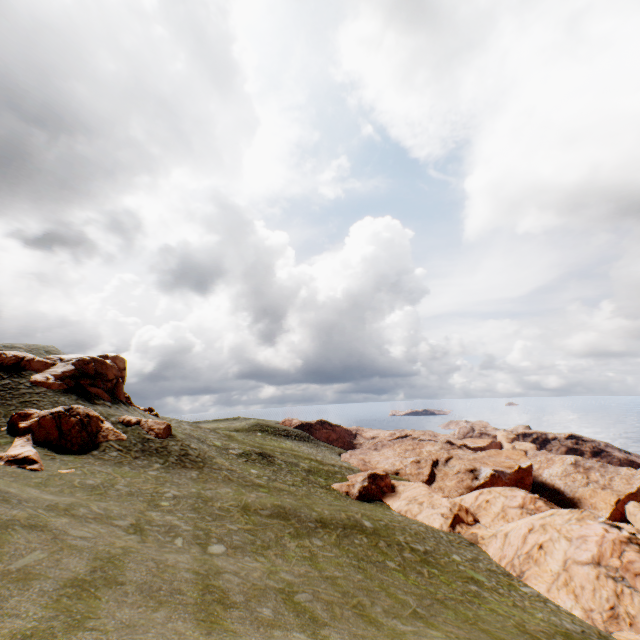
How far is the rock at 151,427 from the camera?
31.97m

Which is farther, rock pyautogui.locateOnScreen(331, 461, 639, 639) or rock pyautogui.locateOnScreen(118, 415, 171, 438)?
rock pyautogui.locateOnScreen(118, 415, 171, 438)

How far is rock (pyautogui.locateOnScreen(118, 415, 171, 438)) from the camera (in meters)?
31.97

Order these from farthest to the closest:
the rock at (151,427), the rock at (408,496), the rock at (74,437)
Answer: the rock at (151,427), the rock at (74,437), the rock at (408,496)

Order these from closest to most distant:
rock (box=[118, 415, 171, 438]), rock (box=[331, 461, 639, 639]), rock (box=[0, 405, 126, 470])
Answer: rock (box=[331, 461, 639, 639]) → rock (box=[0, 405, 126, 470]) → rock (box=[118, 415, 171, 438])

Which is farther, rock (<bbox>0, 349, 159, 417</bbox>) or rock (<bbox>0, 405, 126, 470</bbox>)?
rock (<bbox>0, 349, 159, 417</bbox>)

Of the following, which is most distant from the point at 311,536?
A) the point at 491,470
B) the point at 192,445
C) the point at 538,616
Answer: the point at 491,470
